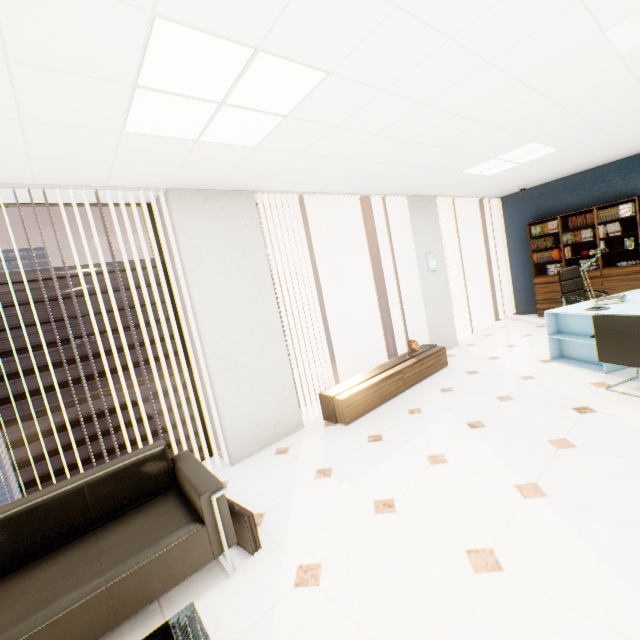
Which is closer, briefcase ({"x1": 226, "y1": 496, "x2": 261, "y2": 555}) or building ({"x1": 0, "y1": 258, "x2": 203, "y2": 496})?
briefcase ({"x1": 226, "y1": 496, "x2": 261, "y2": 555})

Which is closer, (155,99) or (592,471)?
(155,99)

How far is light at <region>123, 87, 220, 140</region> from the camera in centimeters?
186cm

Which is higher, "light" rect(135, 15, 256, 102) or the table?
"light" rect(135, 15, 256, 102)

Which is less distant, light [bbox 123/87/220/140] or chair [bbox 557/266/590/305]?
light [bbox 123/87/220/140]

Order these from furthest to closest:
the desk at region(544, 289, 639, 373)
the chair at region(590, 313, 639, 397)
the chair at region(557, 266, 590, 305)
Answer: the chair at region(557, 266, 590, 305)
the desk at region(544, 289, 639, 373)
the chair at region(590, 313, 639, 397)

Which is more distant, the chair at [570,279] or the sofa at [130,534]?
the chair at [570,279]

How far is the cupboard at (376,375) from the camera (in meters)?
4.00
